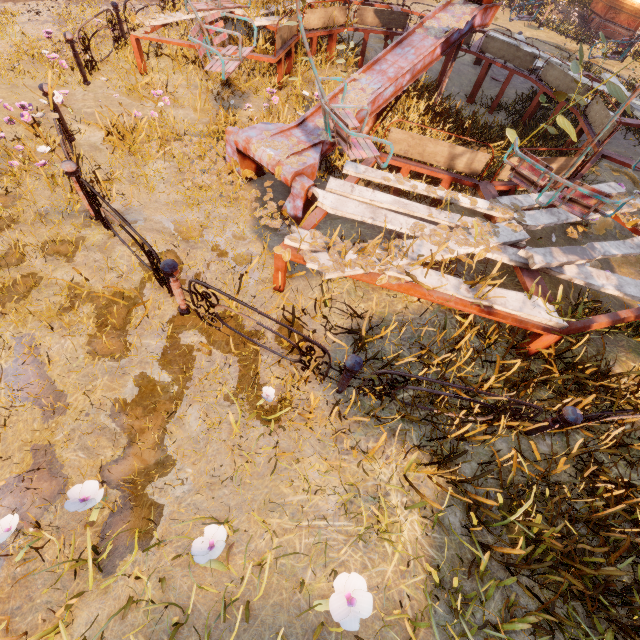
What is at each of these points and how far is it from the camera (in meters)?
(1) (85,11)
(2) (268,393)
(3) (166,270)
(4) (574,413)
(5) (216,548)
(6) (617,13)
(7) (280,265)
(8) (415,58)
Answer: (1) instancedfoliageactor, 7.86
(2) instancedfoliageactor, 3.02
(3) merry-go-round, 3.04
(4) merry-go-round, 2.79
(5) instancedfoliageactor, 2.15
(6) carousel, 16.02
(7) merry-go-round, 3.64
(8) merry-go-round, 5.23

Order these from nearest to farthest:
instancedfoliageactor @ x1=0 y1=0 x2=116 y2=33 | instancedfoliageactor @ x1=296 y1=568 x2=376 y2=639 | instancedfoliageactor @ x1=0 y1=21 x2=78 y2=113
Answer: instancedfoliageactor @ x1=296 y1=568 x2=376 y2=639 < instancedfoliageactor @ x1=0 y1=21 x2=78 y2=113 < instancedfoliageactor @ x1=0 y1=0 x2=116 y2=33

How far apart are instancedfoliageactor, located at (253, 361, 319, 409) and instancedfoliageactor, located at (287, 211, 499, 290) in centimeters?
125cm

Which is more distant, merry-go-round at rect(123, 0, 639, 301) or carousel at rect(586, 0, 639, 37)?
carousel at rect(586, 0, 639, 37)

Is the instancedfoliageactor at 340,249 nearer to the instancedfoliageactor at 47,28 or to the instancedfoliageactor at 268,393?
the instancedfoliageactor at 268,393

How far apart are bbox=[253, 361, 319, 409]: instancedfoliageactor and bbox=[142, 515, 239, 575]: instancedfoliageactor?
1.1 meters

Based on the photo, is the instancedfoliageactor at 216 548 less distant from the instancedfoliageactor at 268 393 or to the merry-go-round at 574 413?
the instancedfoliageactor at 268 393

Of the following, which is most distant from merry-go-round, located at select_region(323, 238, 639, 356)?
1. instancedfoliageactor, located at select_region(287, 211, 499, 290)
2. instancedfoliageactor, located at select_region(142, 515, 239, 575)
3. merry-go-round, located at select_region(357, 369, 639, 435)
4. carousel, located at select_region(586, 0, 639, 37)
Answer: carousel, located at select_region(586, 0, 639, 37)
